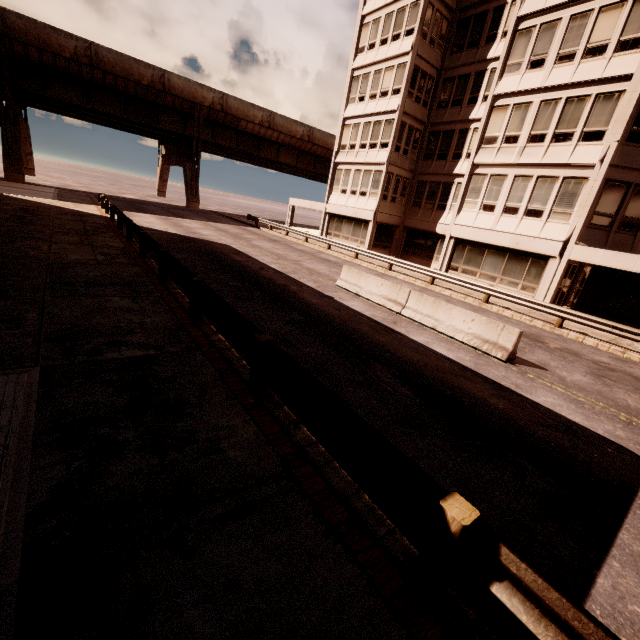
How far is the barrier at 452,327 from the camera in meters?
9.6

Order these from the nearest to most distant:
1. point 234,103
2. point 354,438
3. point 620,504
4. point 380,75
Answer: point 354,438 → point 620,504 → point 380,75 → point 234,103

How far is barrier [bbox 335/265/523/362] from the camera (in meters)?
9.58
